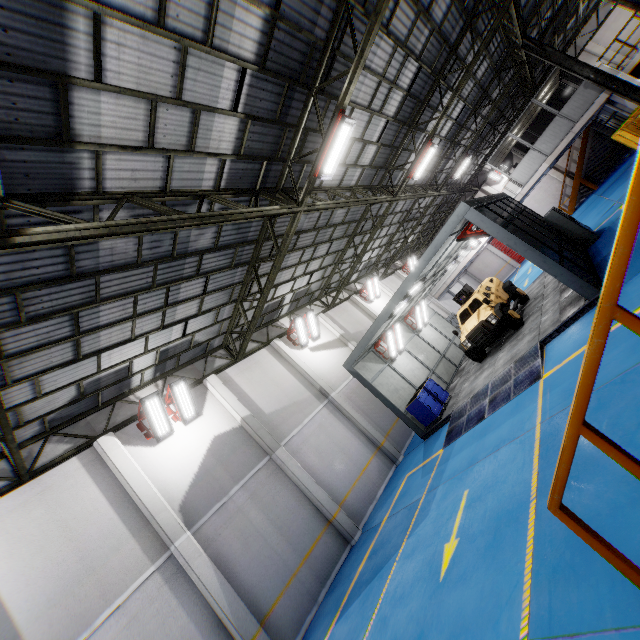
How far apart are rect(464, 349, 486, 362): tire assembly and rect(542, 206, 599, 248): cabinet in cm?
608

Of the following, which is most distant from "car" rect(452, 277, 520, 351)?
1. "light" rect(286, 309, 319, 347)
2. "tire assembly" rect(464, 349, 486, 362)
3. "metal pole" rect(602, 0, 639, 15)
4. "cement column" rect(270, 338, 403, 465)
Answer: "metal pole" rect(602, 0, 639, 15)

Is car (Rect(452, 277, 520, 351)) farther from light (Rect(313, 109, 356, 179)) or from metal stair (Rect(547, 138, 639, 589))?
metal stair (Rect(547, 138, 639, 589))

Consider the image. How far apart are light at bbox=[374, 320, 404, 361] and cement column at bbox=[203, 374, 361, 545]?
6.30m

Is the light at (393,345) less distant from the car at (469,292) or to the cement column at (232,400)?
the car at (469,292)

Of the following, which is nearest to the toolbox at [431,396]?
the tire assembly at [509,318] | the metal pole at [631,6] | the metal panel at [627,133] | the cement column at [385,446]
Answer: the cement column at [385,446]

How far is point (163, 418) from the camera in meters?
10.7

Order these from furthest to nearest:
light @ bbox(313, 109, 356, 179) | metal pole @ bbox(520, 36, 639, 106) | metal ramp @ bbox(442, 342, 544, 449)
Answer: metal pole @ bbox(520, 36, 639, 106)
metal ramp @ bbox(442, 342, 544, 449)
light @ bbox(313, 109, 356, 179)
